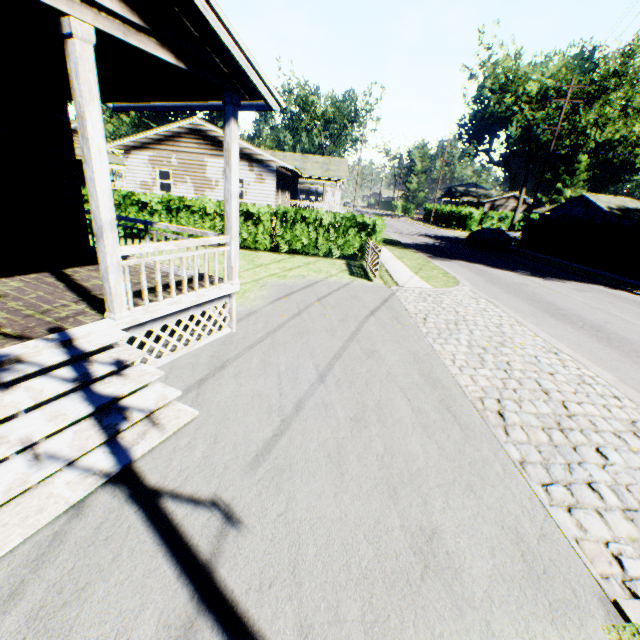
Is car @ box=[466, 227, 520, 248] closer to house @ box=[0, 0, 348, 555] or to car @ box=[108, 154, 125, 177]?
house @ box=[0, 0, 348, 555]

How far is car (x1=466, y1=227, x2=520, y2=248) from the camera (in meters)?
26.56

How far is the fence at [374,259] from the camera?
12.41m

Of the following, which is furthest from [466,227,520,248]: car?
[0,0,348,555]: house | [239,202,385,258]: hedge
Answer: [0,0,348,555]: house

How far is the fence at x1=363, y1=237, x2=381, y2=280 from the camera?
12.41m

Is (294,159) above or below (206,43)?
above

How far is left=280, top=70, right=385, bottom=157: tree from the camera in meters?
51.4 m

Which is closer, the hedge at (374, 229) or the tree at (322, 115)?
the hedge at (374, 229)
